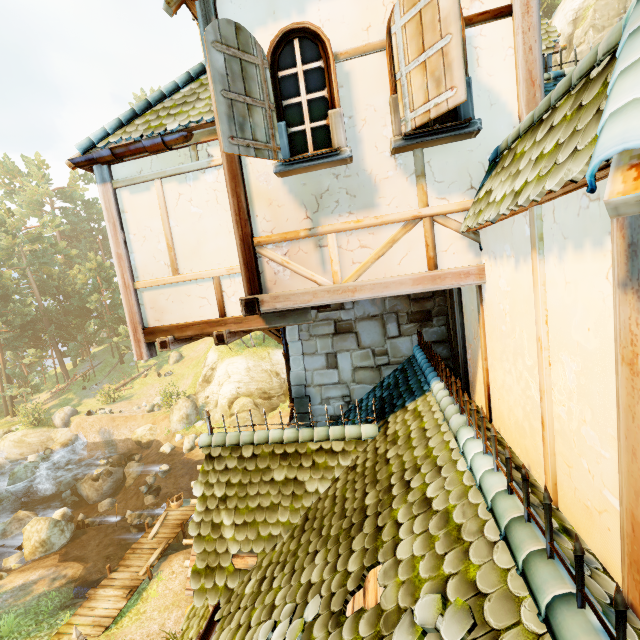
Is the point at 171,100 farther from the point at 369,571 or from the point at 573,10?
the point at 573,10

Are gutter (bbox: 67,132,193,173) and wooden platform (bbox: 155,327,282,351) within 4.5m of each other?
yes

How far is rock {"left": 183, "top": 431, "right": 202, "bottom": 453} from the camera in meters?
24.4

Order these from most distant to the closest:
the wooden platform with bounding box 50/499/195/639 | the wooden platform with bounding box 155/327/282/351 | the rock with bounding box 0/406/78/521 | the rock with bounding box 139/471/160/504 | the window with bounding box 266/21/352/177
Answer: the rock with bounding box 0/406/78/521 < the rock with bounding box 139/471/160/504 < the wooden platform with bounding box 50/499/195/639 < the wooden platform with bounding box 155/327/282/351 < the window with bounding box 266/21/352/177

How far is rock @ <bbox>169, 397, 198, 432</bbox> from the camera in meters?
27.3

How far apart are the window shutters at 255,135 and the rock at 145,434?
30.4m

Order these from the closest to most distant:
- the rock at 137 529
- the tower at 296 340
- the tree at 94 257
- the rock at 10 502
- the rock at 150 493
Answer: the tower at 296 340, the rock at 137 529, the rock at 150 493, the rock at 10 502, the tree at 94 257

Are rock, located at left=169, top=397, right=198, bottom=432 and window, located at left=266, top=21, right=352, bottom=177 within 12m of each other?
no
